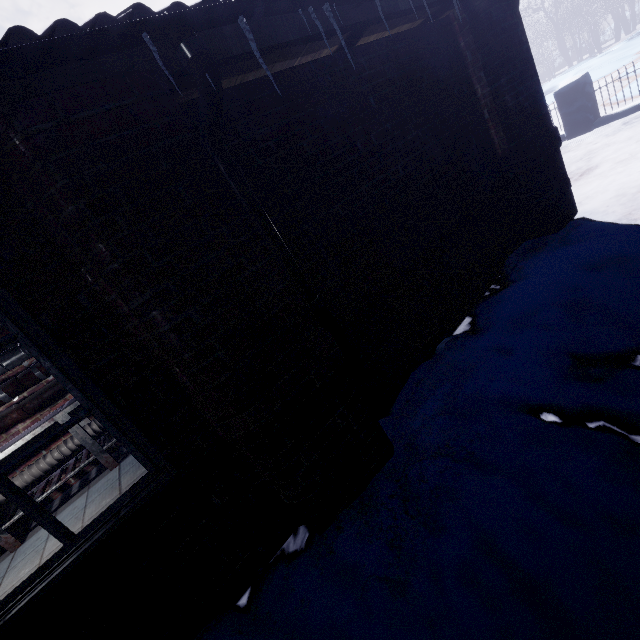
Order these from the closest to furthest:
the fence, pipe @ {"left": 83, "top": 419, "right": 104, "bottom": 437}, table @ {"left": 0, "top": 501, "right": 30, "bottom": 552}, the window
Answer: the window < table @ {"left": 0, "top": 501, "right": 30, "bottom": 552} < pipe @ {"left": 83, "top": 419, "right": 104, "bottom": 437} < the fence

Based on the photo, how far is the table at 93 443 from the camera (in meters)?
3.38

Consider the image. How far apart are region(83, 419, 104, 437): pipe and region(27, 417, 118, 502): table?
0.03m

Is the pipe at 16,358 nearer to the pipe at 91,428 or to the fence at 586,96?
the pipe at 91,428

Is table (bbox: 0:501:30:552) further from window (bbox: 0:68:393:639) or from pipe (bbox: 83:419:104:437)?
window (bbox: 0:68:393:639)

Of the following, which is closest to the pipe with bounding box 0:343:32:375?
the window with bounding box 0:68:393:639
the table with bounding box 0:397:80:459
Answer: the table with bounding box 0:397:80:459

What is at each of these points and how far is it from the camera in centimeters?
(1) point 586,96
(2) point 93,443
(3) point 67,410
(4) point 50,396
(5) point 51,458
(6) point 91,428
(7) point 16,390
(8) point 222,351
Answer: (1) fence, 563cm
(2) table, 350cm
(3) table, 339cm
(4) pipe, 358cm
(5) pipe, 358cm
(6) pipe, 377cm
(7) pipe, 349cm
(8) window, 131cm

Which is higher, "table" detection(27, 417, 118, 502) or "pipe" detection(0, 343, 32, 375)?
"pipe" detection(0, 343, 32, 375)
